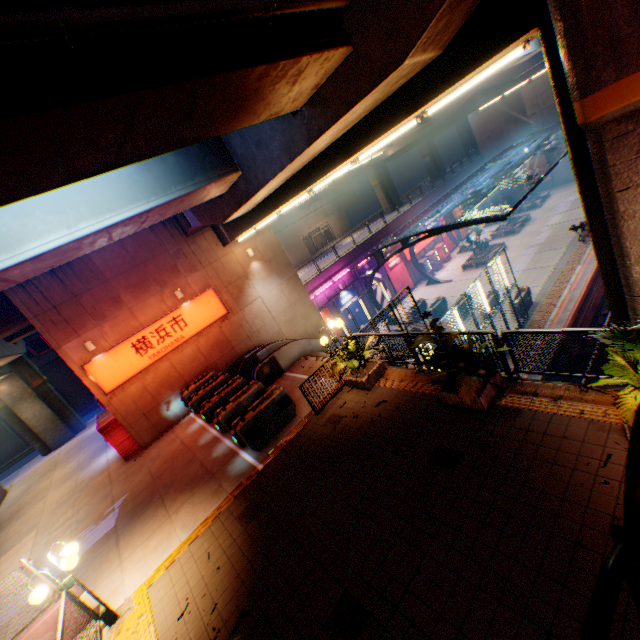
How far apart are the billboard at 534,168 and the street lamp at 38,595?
50.6m

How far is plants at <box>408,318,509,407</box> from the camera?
6.65m

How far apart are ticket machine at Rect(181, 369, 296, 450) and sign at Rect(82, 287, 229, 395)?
5.7m

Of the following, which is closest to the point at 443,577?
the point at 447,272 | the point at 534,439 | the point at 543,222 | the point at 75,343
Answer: the point at 534,439

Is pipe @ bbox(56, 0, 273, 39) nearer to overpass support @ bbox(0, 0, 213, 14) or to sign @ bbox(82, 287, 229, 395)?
overpass support @ bbox(0, 0, 213, 14)

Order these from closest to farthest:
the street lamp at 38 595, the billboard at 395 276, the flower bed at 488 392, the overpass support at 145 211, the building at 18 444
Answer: the overpass support at 145 211 < the street lamp at 38 595 < the flower bed at 488 392 < the building at 18 444 < the billboard at 395 276

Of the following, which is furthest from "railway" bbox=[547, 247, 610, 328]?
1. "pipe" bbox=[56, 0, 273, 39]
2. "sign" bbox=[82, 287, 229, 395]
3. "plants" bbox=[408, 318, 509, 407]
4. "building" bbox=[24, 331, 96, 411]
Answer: "building" bbox=[24, 331, 96, 411]
